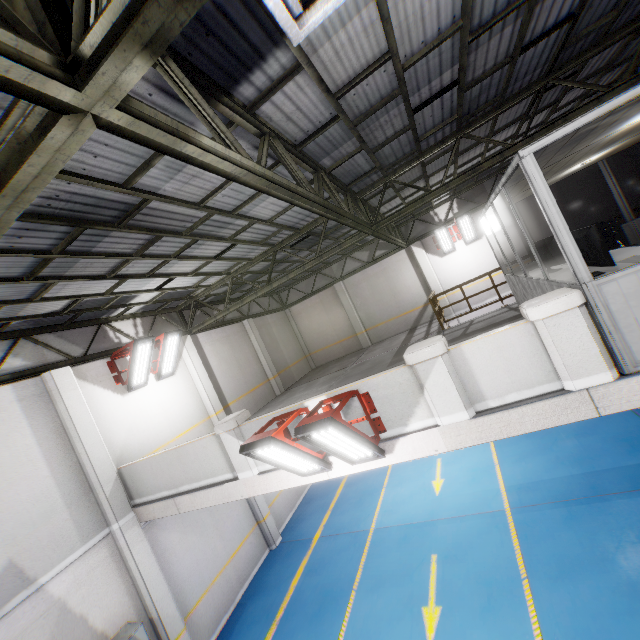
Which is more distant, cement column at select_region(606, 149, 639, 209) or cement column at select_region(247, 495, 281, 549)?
cement column at select_region(606, 149, 639, 209)

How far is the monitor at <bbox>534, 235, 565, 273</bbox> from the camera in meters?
6.8 m

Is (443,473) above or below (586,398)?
below

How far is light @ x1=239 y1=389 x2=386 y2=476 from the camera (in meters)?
4.29

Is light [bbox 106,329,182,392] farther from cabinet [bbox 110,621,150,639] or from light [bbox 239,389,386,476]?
light [bbox 239,389,386,476]

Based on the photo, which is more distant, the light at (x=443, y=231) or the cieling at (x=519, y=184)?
the light at (x=443, y=231)

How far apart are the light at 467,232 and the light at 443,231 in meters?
0.4

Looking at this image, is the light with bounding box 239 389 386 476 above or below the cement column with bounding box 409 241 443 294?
below
